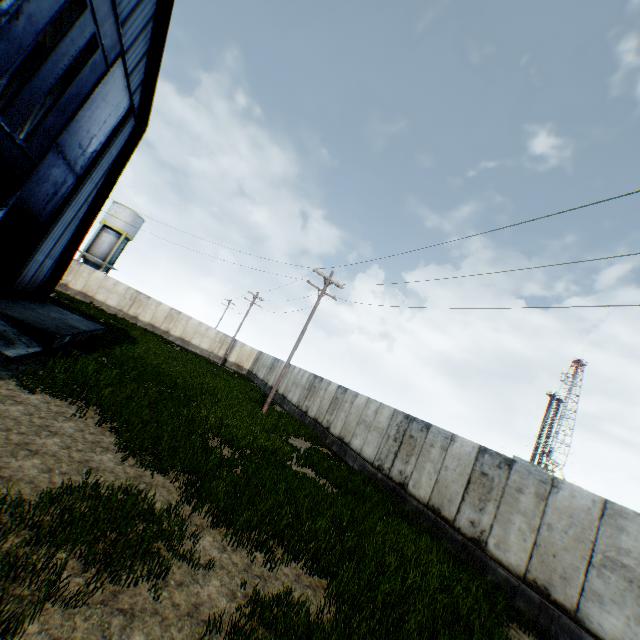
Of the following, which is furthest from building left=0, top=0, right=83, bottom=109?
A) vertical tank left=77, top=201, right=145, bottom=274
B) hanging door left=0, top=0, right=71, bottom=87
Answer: vertical tank left=77, top=201, right=145, bottom=274

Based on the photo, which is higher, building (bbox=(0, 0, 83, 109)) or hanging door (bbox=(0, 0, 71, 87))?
building (bbox=(0, 0, 83, 109))

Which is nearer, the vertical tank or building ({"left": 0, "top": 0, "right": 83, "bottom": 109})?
building ({"left": 0, "top": 0, "right": 83, "bottom": 109})

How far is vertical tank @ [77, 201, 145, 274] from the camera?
40.1m

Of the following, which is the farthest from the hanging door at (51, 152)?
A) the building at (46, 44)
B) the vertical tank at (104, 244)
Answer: the vertical tank at (104, 244)

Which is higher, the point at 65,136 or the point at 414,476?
the point at 65,136

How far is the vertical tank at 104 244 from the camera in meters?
40.1 m
